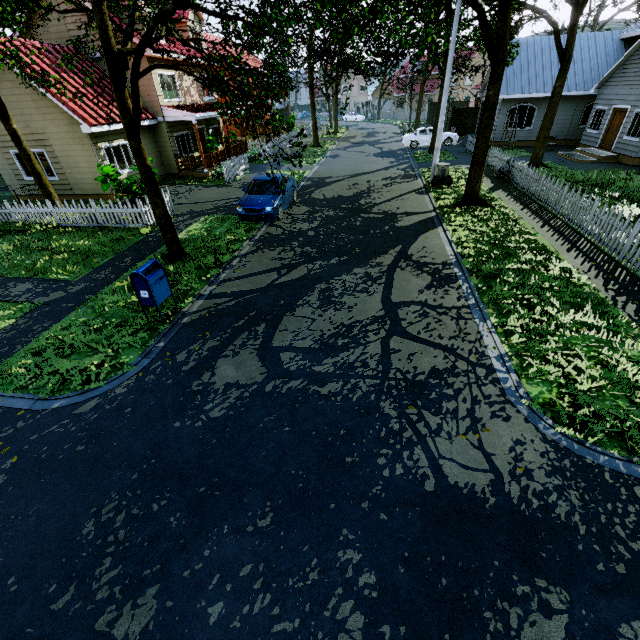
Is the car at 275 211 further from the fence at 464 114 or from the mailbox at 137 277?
the fence at 464 114

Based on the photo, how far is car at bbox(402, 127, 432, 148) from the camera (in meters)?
27.17

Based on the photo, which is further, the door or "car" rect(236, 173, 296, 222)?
the door

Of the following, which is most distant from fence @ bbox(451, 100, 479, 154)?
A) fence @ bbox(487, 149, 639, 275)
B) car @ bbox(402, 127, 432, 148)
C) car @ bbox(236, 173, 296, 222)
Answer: car @ bbox(236, 173, 296, 222)

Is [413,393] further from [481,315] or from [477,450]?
[481,315]

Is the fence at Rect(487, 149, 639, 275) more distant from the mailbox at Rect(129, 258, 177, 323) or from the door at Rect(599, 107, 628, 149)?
the door at Rect(599, 107, 628, 149)

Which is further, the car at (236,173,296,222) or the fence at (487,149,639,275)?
the car at (236,173,296,222)

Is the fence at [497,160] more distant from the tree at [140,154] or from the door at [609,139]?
the door at [609,139]
